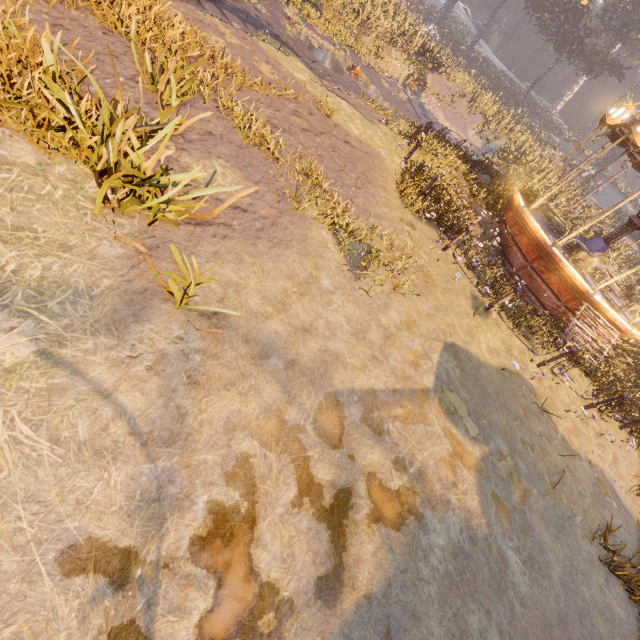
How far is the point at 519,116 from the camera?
40.8m

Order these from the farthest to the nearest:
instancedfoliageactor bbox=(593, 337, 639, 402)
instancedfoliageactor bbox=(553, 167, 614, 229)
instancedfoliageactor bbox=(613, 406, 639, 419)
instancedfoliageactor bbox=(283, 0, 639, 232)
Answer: instancedfoliageactor bbox=(553, 167, 614, 229), instancedfoliageactor bbox=(283, 0, 639, 232), instancedfoliageactor bbox=(593, 337, 639, 402), instancedfoliageactor bbox=(613, 406, 639, 419)

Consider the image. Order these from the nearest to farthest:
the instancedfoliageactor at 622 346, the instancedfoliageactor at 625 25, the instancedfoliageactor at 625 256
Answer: the instancedfoliageactor at 622 346
the instancedfoliageactor at 625 25
the instancedfoliageactor at 625 256

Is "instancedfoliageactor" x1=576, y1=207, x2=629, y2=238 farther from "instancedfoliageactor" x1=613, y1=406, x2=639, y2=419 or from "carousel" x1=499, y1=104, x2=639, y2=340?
"carousel" x1=499, y1=104, x2=639, y2=340

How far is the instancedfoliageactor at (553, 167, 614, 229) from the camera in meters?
20.1

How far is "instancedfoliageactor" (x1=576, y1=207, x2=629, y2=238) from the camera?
20.20m

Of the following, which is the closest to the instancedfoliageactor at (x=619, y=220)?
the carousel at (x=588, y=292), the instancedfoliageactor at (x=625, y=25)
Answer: the instancedfoliageactor at (x=625, y=25)

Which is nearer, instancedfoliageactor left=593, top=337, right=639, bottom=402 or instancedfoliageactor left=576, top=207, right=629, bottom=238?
instancedfoliageactor left=593, top=337, right=639, bottom=402
